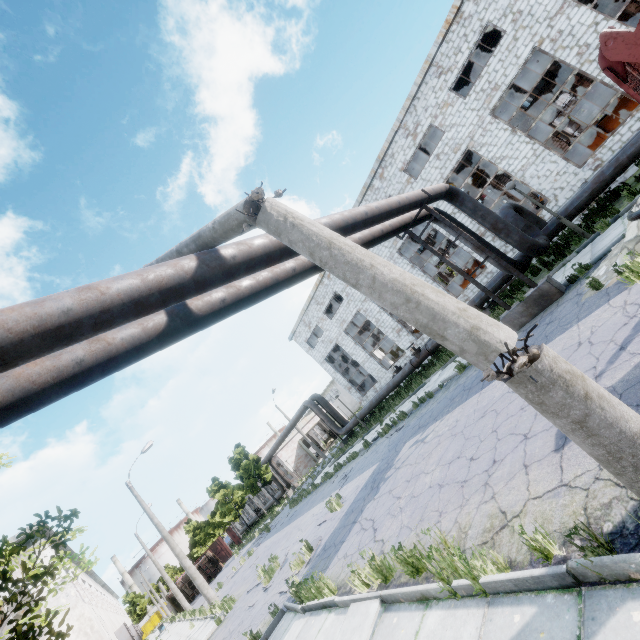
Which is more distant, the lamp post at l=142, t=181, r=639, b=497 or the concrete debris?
the concrete debris

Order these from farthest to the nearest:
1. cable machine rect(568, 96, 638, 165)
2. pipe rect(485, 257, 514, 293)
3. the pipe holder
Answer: cable machine rect(568, 96, 638, 165) → pipe rect(485, 257, 514, 293) → the pipe holder

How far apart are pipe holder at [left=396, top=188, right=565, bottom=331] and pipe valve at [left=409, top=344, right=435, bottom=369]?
8.5m

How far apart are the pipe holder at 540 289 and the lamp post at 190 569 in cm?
2074

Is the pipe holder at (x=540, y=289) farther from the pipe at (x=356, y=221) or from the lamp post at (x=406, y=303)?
the lamp post at (x=406, y=303)

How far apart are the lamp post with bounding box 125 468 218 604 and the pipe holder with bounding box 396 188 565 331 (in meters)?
20.74

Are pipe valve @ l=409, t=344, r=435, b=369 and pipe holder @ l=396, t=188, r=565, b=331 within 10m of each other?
yes

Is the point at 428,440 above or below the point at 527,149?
below
